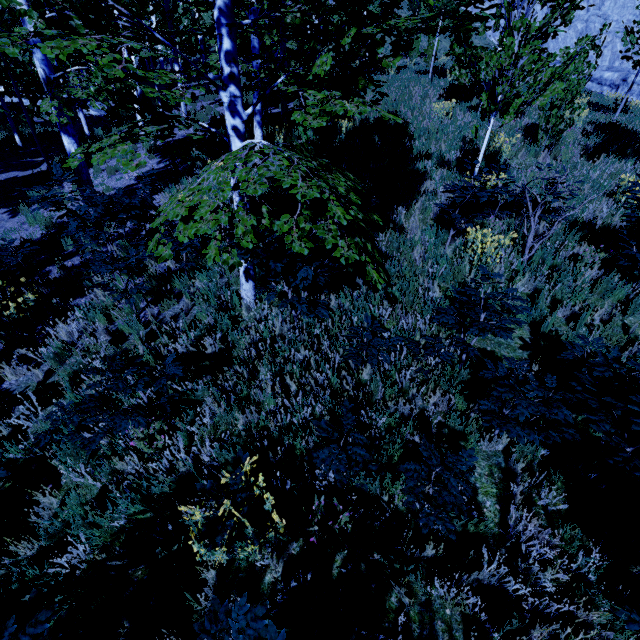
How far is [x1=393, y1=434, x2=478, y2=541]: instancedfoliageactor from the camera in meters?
2.5 m

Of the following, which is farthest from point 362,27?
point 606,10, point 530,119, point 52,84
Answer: point 606,10

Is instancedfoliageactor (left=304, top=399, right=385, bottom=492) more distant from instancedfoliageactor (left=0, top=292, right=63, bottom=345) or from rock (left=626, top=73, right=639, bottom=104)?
rock (left=626, top=73, right=639, bottom=104)

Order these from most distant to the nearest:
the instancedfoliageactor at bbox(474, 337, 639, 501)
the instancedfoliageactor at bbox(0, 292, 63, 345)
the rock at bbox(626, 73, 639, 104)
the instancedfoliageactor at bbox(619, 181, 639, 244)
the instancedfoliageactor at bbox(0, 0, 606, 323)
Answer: the rock at bbox(626, 73, 639, 104) < the instancedfoliageactor at bbox(0, 292, 63, 345) < the instancedfoliageactor at bbox(619, 181, 639, 244) < the instancedfoliageactor at bbox(0, 0, 606, 323) < the instancedfoliageactor at bbox(474, 337, 639, 501)

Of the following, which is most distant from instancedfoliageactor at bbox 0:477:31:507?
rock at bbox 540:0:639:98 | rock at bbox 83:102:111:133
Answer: rock at bbox 540:0:639:98

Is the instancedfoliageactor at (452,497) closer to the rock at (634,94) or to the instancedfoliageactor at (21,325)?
the instancedfoliageactor at (21,325)

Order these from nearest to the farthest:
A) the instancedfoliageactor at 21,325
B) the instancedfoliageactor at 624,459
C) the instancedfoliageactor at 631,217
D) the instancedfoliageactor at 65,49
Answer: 1. the instancedfoliageactor at 624,459
2. the instancedfoliageactor at 65,49
3. the instancedfoliageactor at 631,217
4. the instancedfoliageactor at 21,325

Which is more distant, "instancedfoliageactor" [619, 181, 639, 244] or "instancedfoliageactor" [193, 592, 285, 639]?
"instancedfoliageactor" [619, 181, 639, 244]
